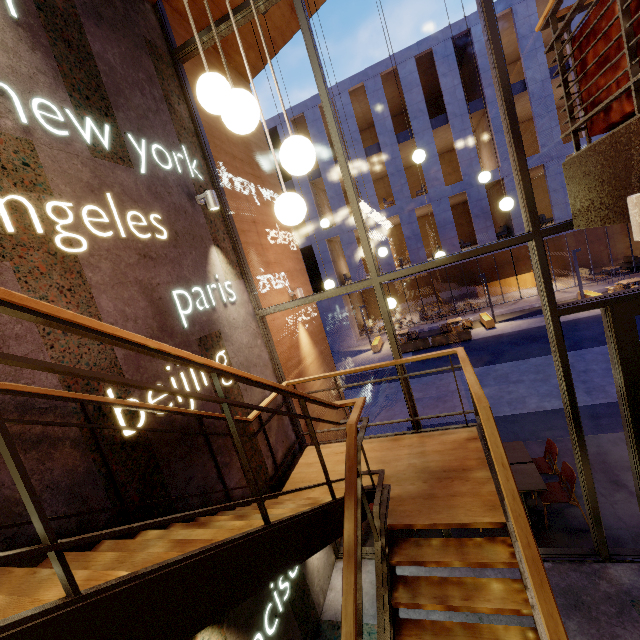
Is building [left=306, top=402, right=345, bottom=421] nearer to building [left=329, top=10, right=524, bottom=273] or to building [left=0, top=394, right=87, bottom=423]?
building [left=0, top=394, right=87, bottom=423]

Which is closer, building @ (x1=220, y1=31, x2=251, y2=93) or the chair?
the chair

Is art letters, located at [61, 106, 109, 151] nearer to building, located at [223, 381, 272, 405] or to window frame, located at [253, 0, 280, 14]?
building, located at [223, 381, 272, 405]

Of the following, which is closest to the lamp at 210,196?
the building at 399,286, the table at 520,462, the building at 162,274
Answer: the building at 162,274

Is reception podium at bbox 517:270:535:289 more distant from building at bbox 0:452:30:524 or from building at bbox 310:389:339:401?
building at bbox 0:452:30:524

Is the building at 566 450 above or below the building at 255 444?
below

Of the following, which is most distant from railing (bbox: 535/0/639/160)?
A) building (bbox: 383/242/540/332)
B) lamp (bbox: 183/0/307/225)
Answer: building (bbox: 383/242/540/332)

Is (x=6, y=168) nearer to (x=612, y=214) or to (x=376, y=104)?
(x=612, y=214)
